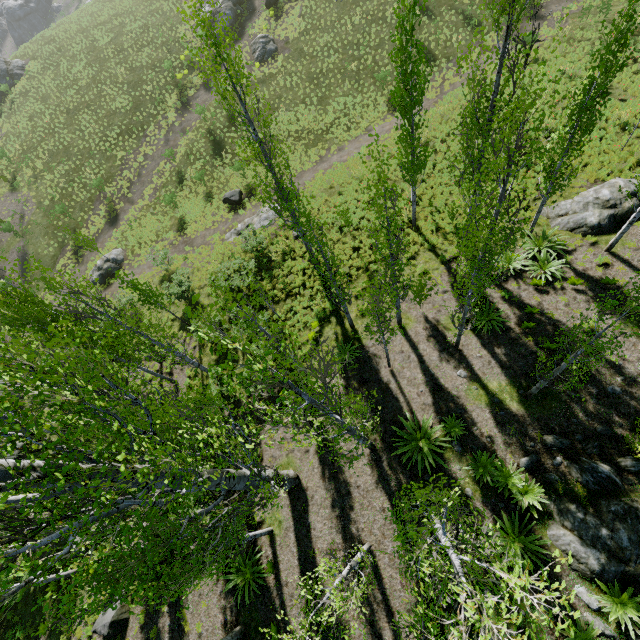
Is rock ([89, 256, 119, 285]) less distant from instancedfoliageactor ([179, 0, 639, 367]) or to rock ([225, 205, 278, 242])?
instancedfoliageactor ([179, 0, 639, 367])

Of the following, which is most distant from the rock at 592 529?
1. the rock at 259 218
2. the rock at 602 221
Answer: the rock at 259 218

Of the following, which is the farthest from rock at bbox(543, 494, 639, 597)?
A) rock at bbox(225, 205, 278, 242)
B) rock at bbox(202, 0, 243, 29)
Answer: rock at bbox(202, 0, 243, 29)

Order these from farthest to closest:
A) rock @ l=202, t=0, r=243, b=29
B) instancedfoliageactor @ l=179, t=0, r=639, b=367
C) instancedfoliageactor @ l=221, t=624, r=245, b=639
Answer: rock @ l=202, t=0, r=243, b=29 → instancedfoliageactor @ l=221, t=624, r=245, b=639 → instancedfoliageactor @ l=179, t=0, r=639, b=367

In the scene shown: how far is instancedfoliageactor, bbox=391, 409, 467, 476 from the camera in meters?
10.8

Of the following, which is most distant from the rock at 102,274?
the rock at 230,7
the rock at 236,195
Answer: the rock at 230,7

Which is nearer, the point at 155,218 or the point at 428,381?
the point at 428,381

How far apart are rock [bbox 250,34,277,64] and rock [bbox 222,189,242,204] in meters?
15.4 m
